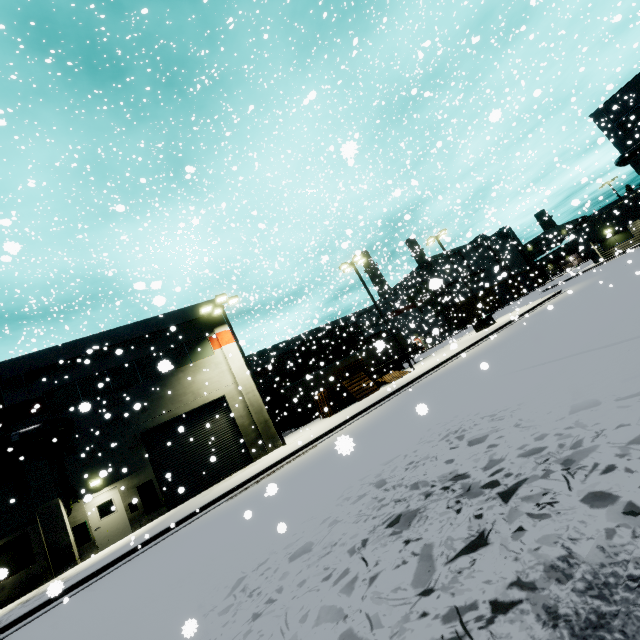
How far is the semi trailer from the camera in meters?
28.4 m

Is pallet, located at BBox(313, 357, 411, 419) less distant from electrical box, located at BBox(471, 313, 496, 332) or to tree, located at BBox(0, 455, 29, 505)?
electrical box, located at BBox(471, 313, 496, 332)

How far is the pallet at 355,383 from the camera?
22.3m

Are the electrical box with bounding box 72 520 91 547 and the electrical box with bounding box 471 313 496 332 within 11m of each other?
no

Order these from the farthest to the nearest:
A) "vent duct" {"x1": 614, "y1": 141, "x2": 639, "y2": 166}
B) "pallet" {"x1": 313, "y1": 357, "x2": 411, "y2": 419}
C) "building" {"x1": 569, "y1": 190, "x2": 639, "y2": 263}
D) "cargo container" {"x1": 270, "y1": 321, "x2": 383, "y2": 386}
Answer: "building" {"x1": 569, "y1": 190, "x2": 639, "y2": 263}
"cargo container" {"x1": 270, "y1": 321, "x2": 383, "y2": 386}
"vent duct" {"x1": 614, "y1": 141, "x2": 639, "y2": 166}
"pallet" {"x1": 313, "y1": 357, "x2": 411, "y2": 419}

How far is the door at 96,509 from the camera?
16.0 meters

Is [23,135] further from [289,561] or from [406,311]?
[406,311]

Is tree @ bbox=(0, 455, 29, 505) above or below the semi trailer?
above
